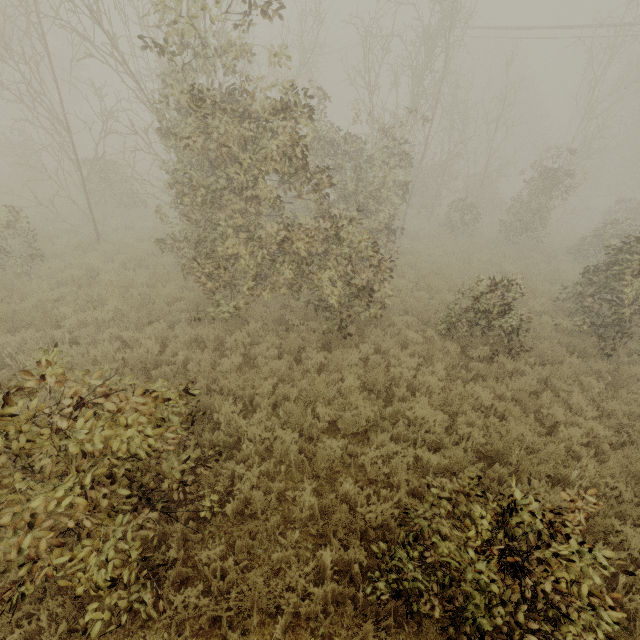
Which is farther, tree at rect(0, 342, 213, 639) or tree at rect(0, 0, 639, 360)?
tree at rect(0, 0, 639, 360)

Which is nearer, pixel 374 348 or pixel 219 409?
pixel 219 409

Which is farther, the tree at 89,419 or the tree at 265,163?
the tree at 265,163
